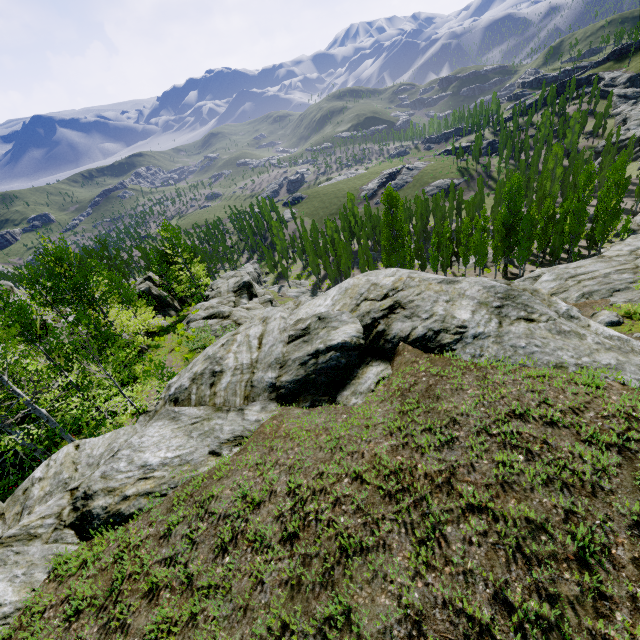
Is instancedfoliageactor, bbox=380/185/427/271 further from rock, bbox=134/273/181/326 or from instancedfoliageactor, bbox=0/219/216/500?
instancedfoliageactor, bbox=0/219/216/500

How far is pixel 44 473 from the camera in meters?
7.6

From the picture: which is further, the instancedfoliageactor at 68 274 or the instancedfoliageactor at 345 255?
the instancedfoliageactor at 345 255

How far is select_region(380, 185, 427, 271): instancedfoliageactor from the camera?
46.5 meters

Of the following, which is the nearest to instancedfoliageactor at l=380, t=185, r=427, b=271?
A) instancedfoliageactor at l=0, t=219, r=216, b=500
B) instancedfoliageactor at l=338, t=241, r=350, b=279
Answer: instancedfoliageactor at l=338, t=241, r=350, b=279

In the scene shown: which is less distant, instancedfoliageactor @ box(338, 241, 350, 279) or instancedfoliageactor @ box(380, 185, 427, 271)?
instancedfoliageactor @ box(380, 185, 427, 271)

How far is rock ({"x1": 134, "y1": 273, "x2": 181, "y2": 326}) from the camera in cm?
3968

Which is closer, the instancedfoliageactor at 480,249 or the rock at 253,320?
the rock at 253,320
